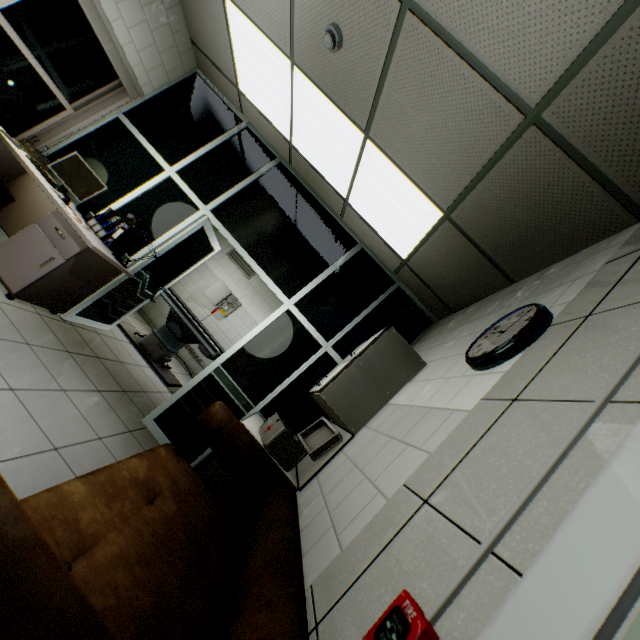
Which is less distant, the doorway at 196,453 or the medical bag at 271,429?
the medical bag at 271,429

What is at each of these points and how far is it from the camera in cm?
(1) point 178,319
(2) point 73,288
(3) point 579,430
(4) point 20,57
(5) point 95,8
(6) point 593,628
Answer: (1) bed, 541
(2) table, 332
(3) cable duct, 80
(4) window, 327
(5) blinds, 325
(6) door, 46

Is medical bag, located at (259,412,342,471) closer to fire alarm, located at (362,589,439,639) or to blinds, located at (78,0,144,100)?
fire alarm, located at (362,589,439,639)

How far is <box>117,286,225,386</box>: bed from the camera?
5.14m

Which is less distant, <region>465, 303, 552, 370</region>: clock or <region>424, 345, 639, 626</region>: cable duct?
<region>424, 345, 639, 626</region>: cable duct

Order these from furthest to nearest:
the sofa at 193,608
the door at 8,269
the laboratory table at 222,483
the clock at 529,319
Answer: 1. the door at 8,269
2. the laboratory table at 222,483
3. the clock at 529,319
4. the sofa at 193,608

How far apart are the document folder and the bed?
1.7m

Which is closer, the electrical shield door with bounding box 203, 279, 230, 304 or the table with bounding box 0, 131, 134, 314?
the table with bounding box 0, 131, 134, 314
